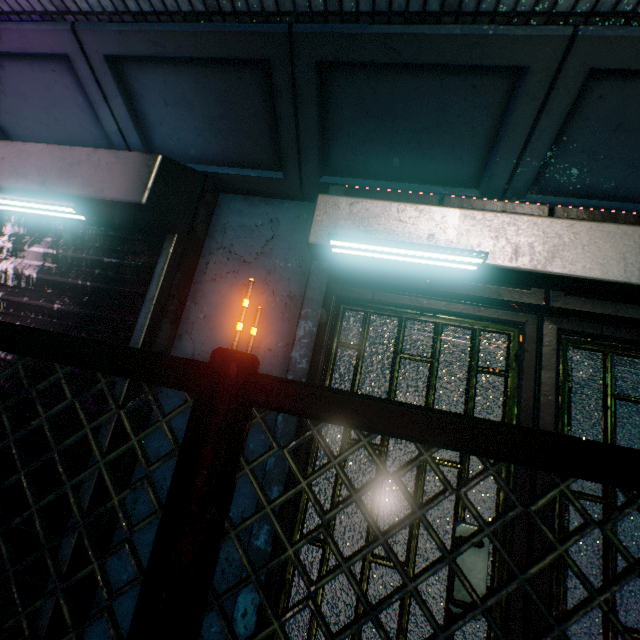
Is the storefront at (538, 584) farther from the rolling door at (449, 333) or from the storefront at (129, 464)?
the storefront at (129, 464)

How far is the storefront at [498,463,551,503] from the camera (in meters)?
1.46

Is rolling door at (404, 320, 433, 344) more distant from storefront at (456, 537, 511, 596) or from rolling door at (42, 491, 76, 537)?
rolling door at (42, 491, 76, 537)

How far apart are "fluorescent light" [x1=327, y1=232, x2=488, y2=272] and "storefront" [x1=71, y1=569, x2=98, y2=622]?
1.0 meters

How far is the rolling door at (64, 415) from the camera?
1.7m

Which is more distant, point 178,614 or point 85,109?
point 85,109

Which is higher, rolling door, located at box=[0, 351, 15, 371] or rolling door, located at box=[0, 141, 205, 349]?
rolling door, located at box=[0, 141, 205, 349]

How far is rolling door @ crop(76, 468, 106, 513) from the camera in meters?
1.6 m
